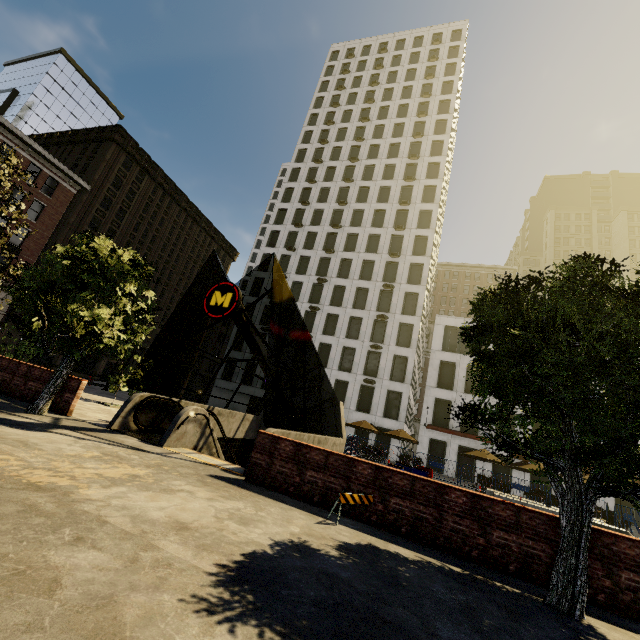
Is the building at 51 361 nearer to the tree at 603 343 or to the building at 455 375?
the tree at 603 343

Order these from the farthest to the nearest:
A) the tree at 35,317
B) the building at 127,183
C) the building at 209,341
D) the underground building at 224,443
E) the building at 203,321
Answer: the building at 209,341, the building at 203,321, the building at 127,183, the underground building at 224,443, the tree at 35,317

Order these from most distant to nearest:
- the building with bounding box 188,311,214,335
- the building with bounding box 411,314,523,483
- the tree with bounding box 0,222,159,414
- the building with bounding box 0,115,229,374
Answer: the building with bounding box 188,311,214,335 → the building with bounding box 0,115,229,374 → the building with bounding box 411,314,523,483 → the tree with bounding box 0,222,159,414

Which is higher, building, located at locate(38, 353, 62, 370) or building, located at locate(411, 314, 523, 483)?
building, located at locate(411, 314, 523, 483)

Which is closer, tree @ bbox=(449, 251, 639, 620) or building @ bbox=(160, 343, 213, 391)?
tree @ bbox=(449, 251, 639, 620)

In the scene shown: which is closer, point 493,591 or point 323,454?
point 493,591

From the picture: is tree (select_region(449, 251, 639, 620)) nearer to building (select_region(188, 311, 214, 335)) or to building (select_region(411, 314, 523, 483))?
building (select_region(188, 311, 214, 335))
